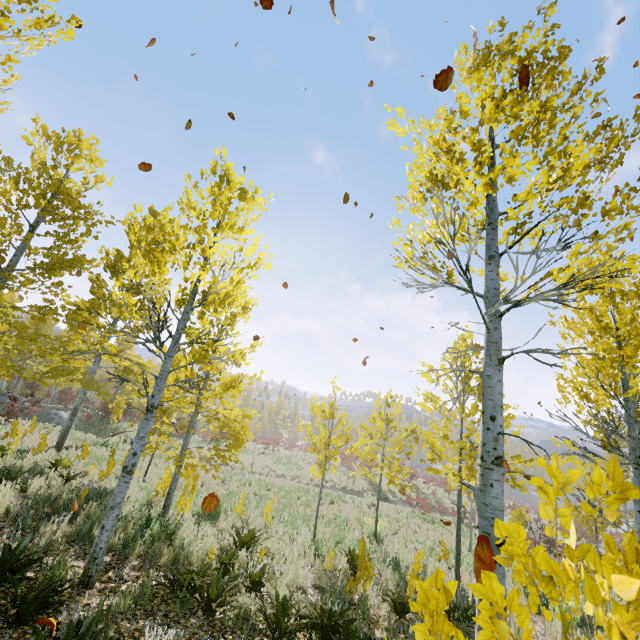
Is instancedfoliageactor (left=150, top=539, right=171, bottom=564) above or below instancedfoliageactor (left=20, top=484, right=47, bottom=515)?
below

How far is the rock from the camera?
22.3m

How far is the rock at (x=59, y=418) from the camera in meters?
22.3 m

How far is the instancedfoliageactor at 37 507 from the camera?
6.3m

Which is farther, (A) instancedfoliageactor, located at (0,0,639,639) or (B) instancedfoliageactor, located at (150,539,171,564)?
(B) instancedfoliageactor, located at (150,539,171,564)

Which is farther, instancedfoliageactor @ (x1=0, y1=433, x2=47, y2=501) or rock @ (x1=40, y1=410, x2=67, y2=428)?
rock @ (x1=40, y1=410, x2=67, y2=428)

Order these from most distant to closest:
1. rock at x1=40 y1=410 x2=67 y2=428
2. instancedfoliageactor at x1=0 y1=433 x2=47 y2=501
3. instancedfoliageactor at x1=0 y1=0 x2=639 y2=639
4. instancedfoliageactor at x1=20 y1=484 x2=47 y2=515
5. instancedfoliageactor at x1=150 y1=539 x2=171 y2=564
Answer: rock at x1=40 y1=410 x2=67 y2=428, instancedfoliageactor at x1=0 y1=433 x2=47 y2=501, instancedfoliageactor at x1=20 y1=484 x2=47 y2=515, instancedfoliageactor at x1=150 y1=539 x2=171 y2=564, instancedfoliageactor at x1=0 y1=0 x2=639 y2=639

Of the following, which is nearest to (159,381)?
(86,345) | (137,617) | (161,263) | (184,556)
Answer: (161,263)
